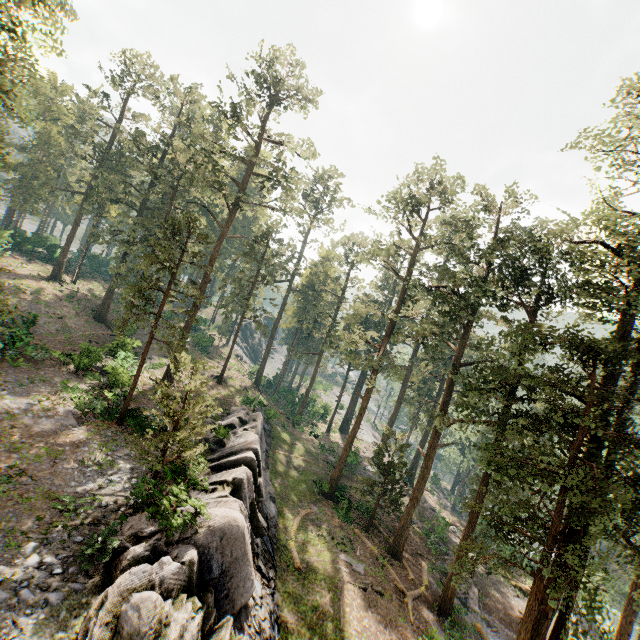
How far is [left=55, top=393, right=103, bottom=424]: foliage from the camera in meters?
18.2

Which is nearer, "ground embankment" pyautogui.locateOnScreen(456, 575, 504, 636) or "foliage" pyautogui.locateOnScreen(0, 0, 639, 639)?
"foliage" pyautogui.locateOnScreen(0, 0, 639, 639)

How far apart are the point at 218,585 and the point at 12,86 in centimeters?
2749cm

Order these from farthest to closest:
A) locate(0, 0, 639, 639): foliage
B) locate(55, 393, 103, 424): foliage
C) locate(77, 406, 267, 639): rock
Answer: locate(55, 393, 103, 424): foliage < locate(0, 0, 639, 639): foliage < locate(77, 406, 267, 639): rock

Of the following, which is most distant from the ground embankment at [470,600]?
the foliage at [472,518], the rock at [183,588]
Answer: the rock at [183,588]

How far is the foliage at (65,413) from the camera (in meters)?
18.19

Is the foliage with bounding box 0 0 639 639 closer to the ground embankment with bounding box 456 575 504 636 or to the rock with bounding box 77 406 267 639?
the ground embankment with bounding box 456 575 504 636
